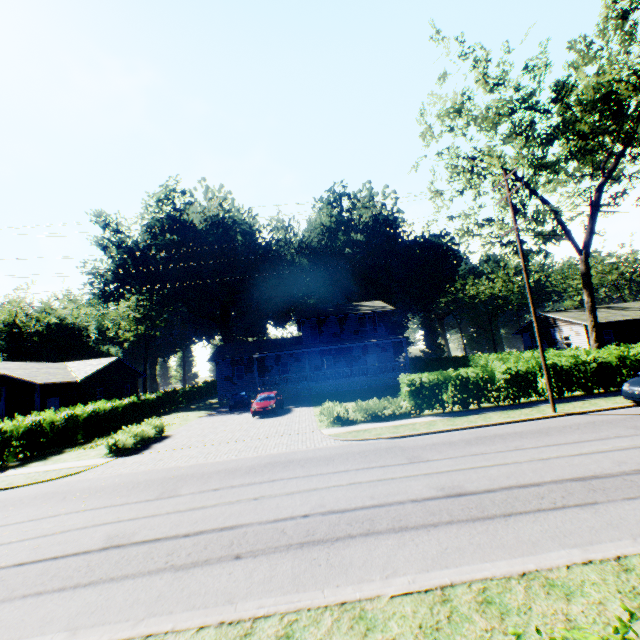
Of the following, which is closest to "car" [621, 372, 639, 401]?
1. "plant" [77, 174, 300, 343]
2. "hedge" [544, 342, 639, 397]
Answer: "hedge" [544, 342, 639, 397]

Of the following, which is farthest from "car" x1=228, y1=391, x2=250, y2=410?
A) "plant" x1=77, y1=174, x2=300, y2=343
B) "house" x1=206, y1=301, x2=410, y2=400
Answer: "plant" x1=77, y1=174, x2=300, y2=343

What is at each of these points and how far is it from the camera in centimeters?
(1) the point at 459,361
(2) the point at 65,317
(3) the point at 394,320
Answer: (1) hedge, 4350cm
(2) plant, 5712cm
(3) plant, 5747cm

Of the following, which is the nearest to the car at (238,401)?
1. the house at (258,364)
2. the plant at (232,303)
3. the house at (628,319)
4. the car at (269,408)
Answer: the house at (258,364)

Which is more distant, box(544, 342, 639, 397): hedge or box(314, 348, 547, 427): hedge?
box(544, 342, 639, 397): hedge

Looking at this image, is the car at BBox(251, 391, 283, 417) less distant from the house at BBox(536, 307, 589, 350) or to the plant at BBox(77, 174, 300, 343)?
the plant at BBox(77, 174, 300, 343)

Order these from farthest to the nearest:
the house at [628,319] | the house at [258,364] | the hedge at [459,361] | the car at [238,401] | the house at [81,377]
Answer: the house at [628,319] < the house at [258,364] < the car at [238,401] < the house at [81,377] < the hedge at [459,361]

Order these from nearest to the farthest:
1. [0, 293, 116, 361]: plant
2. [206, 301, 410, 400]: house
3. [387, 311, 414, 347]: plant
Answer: [206, 301, 410, 400]: house, [0, 293, 116, 361]: plant, [387, 311, 414, 347]: plant
